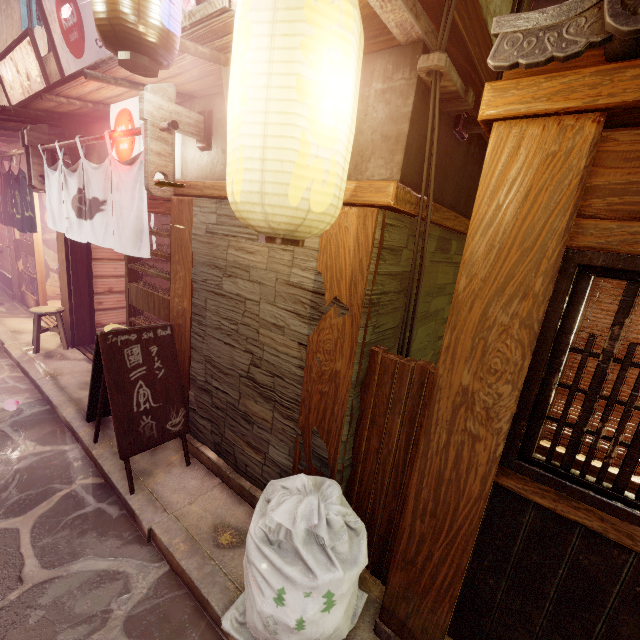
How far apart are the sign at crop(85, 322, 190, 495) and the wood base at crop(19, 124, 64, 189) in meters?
7.2 m

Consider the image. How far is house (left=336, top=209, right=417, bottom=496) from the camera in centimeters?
396cm

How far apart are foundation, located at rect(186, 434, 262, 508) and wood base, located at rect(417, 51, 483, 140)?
6.4 meters

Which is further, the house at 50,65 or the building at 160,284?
the building at 160,284

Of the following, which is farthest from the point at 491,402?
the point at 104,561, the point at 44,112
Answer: the point at 44,112

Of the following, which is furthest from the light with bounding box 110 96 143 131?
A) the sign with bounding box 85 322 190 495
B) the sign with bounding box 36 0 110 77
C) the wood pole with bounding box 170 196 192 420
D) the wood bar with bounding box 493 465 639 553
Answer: the wood bar with bounding box 493 465 639 553

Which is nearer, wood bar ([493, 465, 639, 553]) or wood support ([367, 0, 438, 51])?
wood bar ([493, 465, 639, 553])

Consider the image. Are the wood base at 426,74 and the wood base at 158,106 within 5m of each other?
yes
